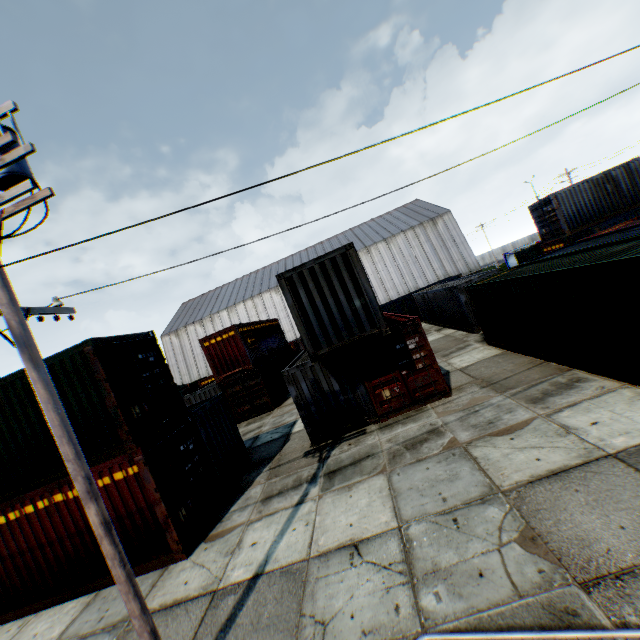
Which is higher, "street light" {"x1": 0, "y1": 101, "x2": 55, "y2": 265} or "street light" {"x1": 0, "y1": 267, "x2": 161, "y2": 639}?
"street light" {"x1": 0, "y1": 101, "x2": 55, "y2": 265}

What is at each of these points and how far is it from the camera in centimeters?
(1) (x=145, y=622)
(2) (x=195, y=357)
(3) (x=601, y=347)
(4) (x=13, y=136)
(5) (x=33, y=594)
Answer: (1) street light, 443cm
(2) building, 4891cm
(3) storage container, 803cm
(4) street light, 423cm
(5) storage container, 847cm

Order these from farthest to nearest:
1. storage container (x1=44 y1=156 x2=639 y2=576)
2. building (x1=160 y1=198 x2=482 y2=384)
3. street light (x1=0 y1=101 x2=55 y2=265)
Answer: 1. building (x1=160 y1=198 x2=482 y2=384)
2. storage container (x1=44 y1=156 x2=639 y2=576)
3. street light (x1=0 y1=101 x2=55 y2=265)

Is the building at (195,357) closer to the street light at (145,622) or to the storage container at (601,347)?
the storage container at (601,347)

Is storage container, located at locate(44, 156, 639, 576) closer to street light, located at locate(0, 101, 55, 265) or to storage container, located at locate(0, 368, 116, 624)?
storage container, located at locate(0, 368, 116, 624)

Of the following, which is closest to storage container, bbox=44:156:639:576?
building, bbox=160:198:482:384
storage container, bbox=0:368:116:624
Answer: storage container, bbox=0:368:116:624

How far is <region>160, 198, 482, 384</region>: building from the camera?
45.09m
